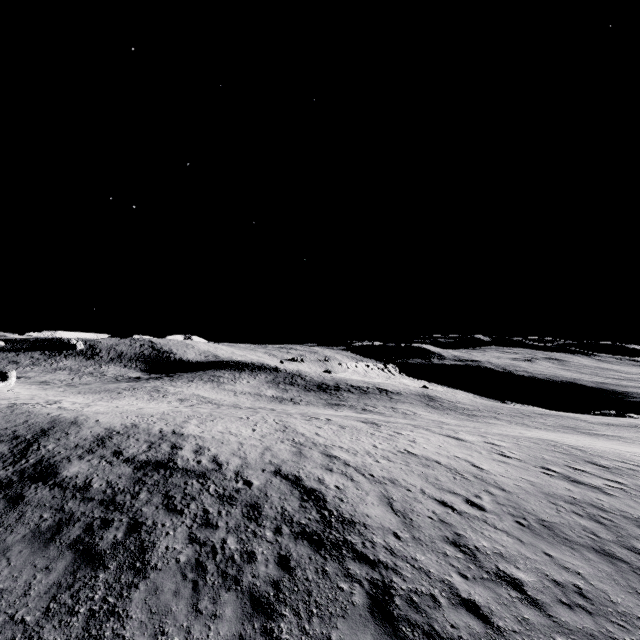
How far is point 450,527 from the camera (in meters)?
9.30
